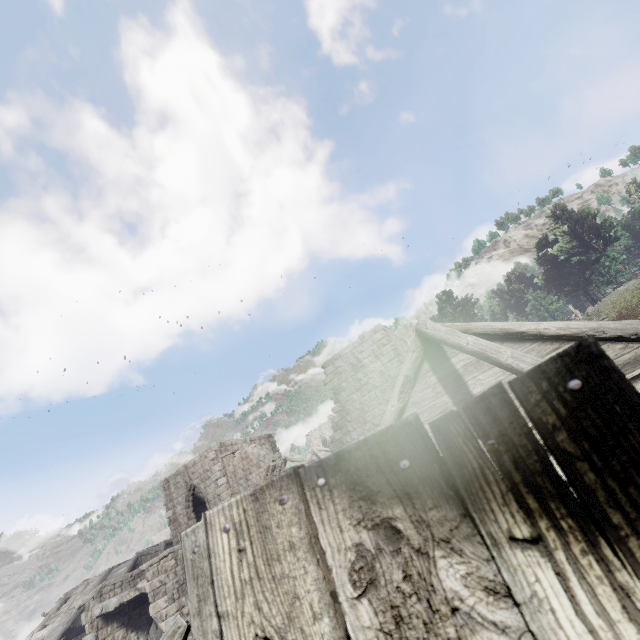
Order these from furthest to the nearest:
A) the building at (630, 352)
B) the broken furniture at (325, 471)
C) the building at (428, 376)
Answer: the building at (428, 376) → the building at (630, 352) → the broken furniture at (325, 471)

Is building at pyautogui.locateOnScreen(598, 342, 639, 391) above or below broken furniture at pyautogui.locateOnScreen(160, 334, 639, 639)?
below

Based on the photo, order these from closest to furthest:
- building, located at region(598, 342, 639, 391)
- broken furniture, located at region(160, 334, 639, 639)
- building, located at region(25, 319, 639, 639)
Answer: broken furniture, located at region(160, 334, 639, 639) → building, located at region(598, 342, 639, 391) → building, located at region(25, 319, 639, 639)

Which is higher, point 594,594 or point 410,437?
point 410,437

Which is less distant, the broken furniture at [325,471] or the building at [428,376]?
the broken furniture at [325,471]

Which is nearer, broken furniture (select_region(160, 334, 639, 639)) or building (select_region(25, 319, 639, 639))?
broken furniture (select_region(160, 334, 639, 639))

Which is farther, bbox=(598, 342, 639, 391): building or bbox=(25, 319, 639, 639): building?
bbox=(25, 319, 639, 639): building
